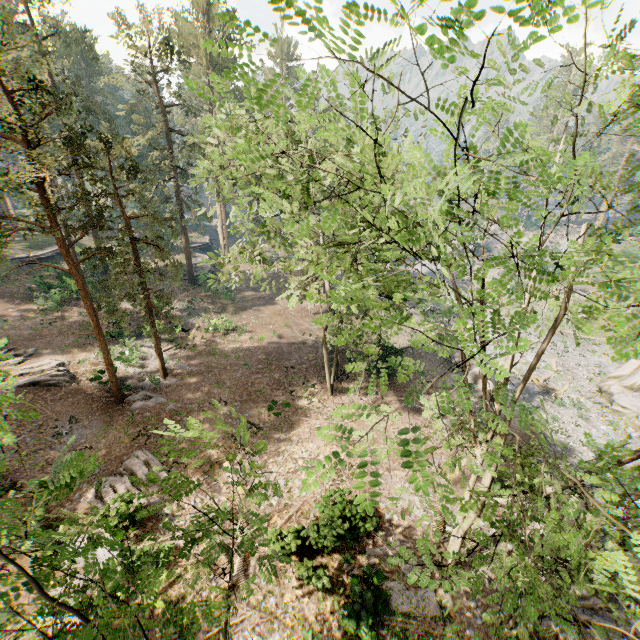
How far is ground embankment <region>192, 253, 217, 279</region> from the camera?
40.62m

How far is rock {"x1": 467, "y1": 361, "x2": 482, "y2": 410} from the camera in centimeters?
2422cm

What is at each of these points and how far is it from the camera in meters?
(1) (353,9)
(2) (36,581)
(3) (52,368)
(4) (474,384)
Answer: (1) foliage, 2.4
(2) foliage, 2.7
(3) foliage, 23.7
(4) rock, 25.2

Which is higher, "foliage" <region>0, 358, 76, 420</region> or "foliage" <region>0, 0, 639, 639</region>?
"foliage" <region>0, 0, 639, 639</region>

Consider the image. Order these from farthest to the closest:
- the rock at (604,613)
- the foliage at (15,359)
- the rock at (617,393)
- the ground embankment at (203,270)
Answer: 1. the ground embankment at (203,270)
2. the rock at (617,393)
3. the rock at (604,613)
4. the foliage at (15,359)

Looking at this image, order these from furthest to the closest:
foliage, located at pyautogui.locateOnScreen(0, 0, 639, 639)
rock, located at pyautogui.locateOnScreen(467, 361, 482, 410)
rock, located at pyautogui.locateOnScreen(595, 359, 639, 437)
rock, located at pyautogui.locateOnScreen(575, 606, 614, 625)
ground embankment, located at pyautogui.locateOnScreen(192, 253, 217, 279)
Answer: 1. ground embankment, located at pyautogui.locateOnScreen(192, 253, 217, 279)
2. rock, located at pyautogui.locateOnScreen(595, 359, 639, 437)
3. rock, located at pyautogui.locateOnScreen(467, 361, 482, 410)
4. rock, located at pyautogui.locateOnScreen(575, 606, 614, 625)
5. foliage, located at pyautogui.locateOnScreen(0, 0, 639, 639)

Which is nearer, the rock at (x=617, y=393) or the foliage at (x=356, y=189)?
the foliage at (x=356, y=189)
